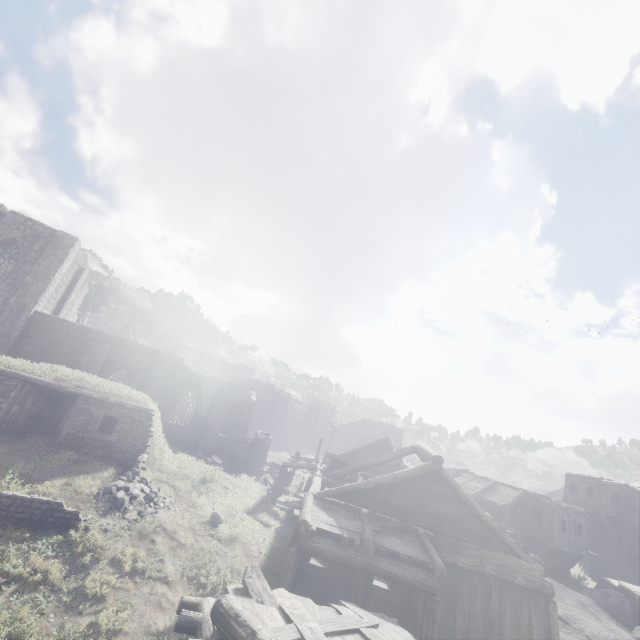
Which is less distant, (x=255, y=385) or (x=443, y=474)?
(x=443, y=474)

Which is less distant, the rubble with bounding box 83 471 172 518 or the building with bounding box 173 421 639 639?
the building with bounding box 173 421 639 639

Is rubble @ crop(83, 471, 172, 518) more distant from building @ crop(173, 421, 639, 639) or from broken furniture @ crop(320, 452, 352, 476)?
broken furniture @ crop(320, 452, 352, 476)

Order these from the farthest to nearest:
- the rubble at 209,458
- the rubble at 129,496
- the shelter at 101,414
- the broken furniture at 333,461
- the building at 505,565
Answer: the rubble at 209,458
the broken furniture at 333,461
the shelter at 101,414
the rubble at 129,496
the building at 505,565

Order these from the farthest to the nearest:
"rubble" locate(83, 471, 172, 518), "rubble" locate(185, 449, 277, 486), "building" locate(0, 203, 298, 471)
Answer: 1. "rubble" locate(185, 449, 277, 486)
2. "building" locate(0, 203, 298, 471)
3. "rubble" locate(83, 471, 172, 518)

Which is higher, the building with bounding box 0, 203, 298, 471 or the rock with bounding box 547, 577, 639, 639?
the building with bounding box 0, 203, 298, 471

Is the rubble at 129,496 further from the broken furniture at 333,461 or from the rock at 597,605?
the rock at 597,605

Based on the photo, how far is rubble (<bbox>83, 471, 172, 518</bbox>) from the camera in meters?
13.0
